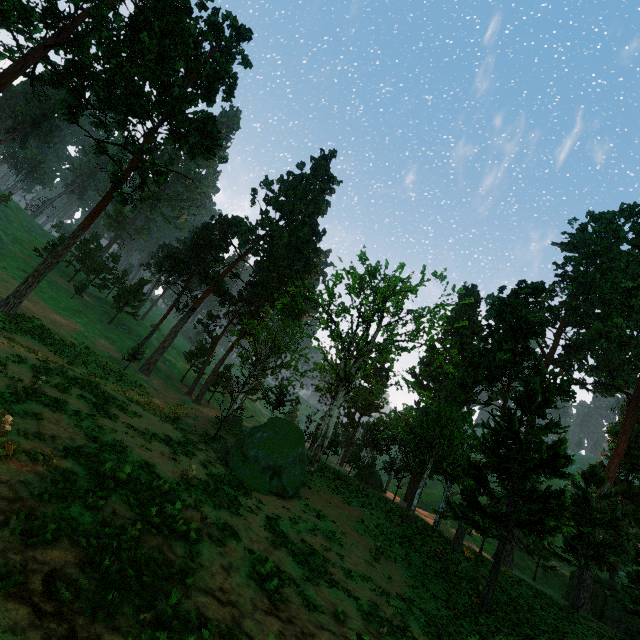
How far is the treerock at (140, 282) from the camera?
47.85m

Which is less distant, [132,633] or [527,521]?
[132,633]

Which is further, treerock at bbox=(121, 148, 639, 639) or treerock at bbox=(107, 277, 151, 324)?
treerock at bbox=(107, 277, 151, 324)

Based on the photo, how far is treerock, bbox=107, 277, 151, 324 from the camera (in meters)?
47.85

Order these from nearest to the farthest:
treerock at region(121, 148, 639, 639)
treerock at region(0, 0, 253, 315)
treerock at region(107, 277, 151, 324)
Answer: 1. treerock at region(121, 148, 639, 639)
2. treerock at region(0, 0, 253, 315)
3. treerock at region(107, 277, 151, 324)

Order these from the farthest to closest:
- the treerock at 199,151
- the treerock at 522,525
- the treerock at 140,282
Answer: the treerock at 140,282, the treerock at 199,151, the treerock at 522,525
